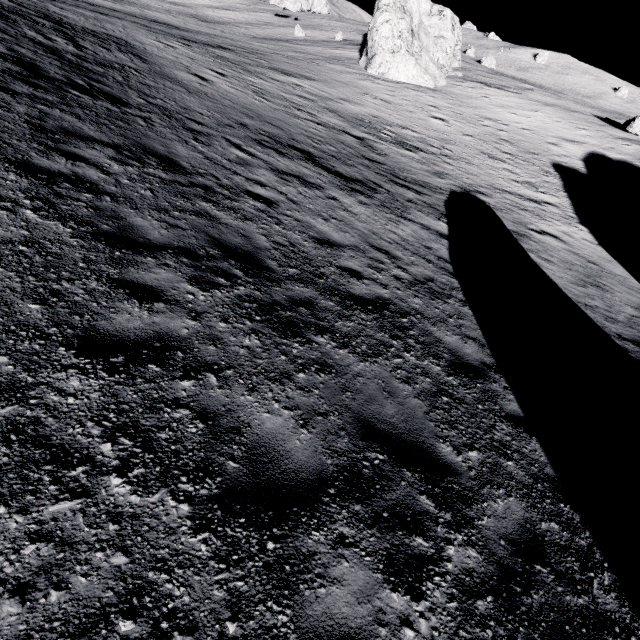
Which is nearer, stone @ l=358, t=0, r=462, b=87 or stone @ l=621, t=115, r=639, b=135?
stone @ l=621, t=115, r=639, b=135

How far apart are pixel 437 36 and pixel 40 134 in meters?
45.6

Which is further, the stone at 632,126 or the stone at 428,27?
the stone at 428,27
